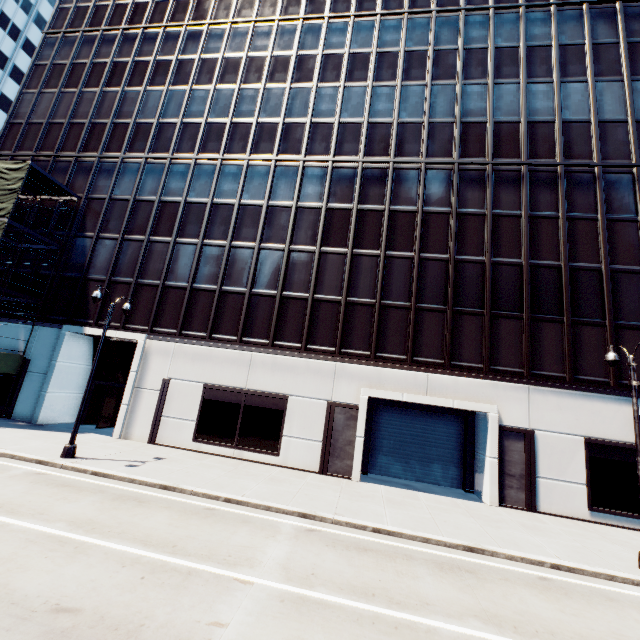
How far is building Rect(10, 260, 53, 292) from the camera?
22.3m

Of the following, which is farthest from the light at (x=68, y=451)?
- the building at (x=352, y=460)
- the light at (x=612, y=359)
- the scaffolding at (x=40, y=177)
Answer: the light at (x=612, y=359)

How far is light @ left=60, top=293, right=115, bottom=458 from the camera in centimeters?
1350cm

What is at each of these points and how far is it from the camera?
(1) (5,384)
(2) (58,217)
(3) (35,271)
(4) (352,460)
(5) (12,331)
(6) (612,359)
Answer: (1) building, 20.8m
(2) building, 23.6m
(3) building, 22.6m
(4) building, 16.7m
(5) building, 21.5m
(6) light, 12.4m

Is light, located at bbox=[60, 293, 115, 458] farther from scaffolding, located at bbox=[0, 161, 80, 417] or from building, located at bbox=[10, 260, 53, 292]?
scaffolding, located at bbox=[0, 161, 80, 417]

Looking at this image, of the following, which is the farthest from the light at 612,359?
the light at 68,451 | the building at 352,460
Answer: the light at 68,451

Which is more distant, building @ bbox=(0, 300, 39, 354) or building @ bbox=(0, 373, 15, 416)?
building @ bbox=(0, 300, 39, 354)

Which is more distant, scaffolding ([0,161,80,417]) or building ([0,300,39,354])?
building ([0,300,39,354])
